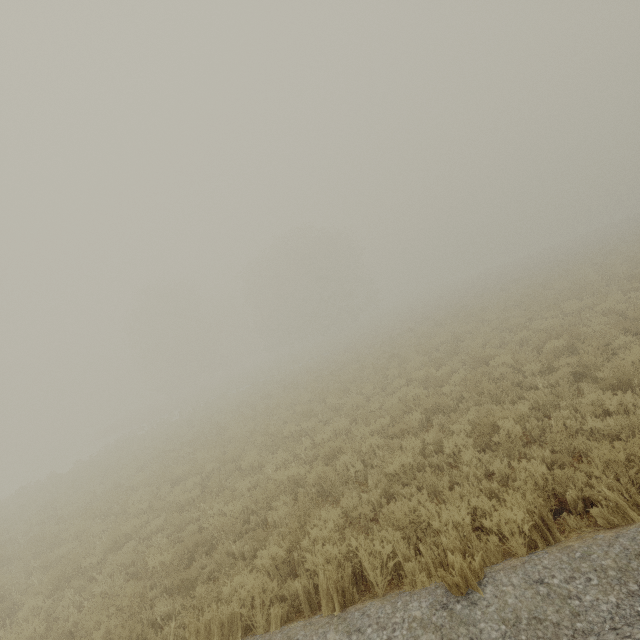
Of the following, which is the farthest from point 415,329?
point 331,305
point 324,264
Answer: point 331,305
